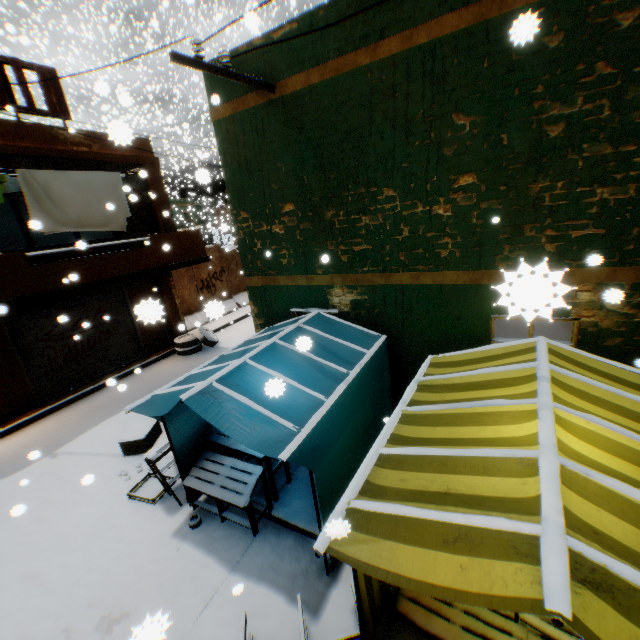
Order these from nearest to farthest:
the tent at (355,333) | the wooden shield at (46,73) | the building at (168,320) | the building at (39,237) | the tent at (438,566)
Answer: the tent at (438,566), the tent at (355,333), the wooden shield at (46,73), the building at (168,320), the building at (39,237)

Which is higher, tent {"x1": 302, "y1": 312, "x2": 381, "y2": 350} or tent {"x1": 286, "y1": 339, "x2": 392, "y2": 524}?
tent {"x1": 302, "y1": 312, "x2": 381, "y2": 350}

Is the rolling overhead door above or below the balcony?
below

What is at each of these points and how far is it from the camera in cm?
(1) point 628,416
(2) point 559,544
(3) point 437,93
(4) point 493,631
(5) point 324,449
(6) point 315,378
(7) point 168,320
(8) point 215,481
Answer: (1) tent, 280
(2) metal tent frame, 159
(3) building, 429
(4) wooden pallet, 315
(5) tent, 373
(6) tent, 435
(7) building, 1266
(8) table, 481

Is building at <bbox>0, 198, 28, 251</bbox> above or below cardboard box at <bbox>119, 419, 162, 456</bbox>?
above

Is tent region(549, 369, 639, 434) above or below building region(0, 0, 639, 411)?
below

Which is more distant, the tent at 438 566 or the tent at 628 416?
the tent at 628 416

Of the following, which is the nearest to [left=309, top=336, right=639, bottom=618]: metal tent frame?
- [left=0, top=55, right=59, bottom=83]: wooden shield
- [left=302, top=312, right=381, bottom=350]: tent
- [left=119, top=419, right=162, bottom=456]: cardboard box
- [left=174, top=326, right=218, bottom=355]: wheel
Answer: [left=302, top=312, right=381, bottom=350]: tent
